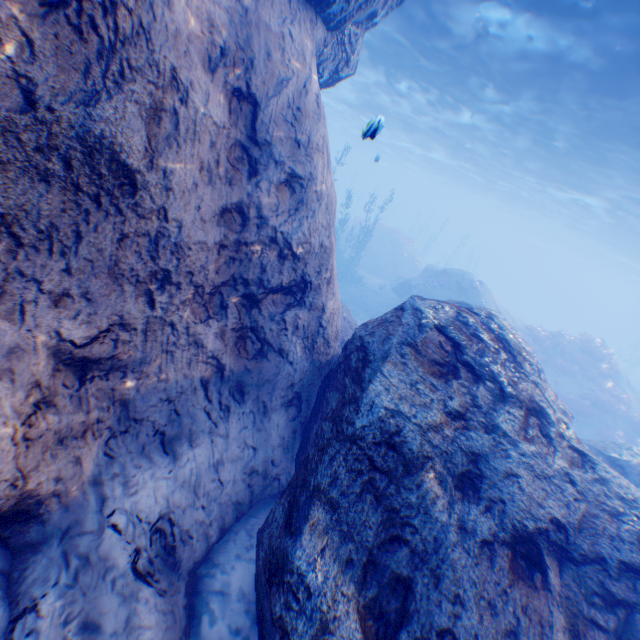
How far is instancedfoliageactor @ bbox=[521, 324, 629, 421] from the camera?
19.66m

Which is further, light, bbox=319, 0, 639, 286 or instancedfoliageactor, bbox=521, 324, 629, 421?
instancedfoliageactor, bbox=521, 324, 629, 421

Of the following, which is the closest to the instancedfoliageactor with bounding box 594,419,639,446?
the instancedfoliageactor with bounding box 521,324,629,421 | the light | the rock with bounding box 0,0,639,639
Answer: the instancedfoliageactor with bounding box 521,324,629,421

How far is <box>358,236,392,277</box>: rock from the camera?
32.34m

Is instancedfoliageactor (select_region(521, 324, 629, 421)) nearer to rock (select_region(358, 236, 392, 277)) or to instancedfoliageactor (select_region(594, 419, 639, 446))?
instancedfoliageactor (select_region(594, 419, 639, 446))

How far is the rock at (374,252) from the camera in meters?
32.3 m

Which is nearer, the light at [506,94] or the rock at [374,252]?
the light at [506,94]

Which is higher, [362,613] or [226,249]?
[226,249]
